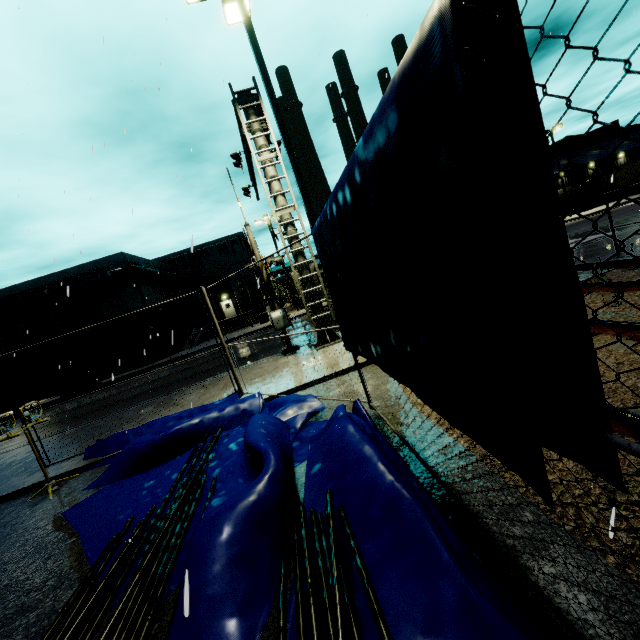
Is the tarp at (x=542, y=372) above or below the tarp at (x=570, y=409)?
above

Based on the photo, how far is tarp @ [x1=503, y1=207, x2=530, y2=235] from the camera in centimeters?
126cm

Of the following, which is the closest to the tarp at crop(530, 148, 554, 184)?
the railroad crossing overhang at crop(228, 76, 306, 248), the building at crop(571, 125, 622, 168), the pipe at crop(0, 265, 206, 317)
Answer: the building at crop(571, 125, 622, 168)

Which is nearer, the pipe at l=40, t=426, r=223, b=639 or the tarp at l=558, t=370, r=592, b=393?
the tarp at l=558, t=370, r=592, b=393

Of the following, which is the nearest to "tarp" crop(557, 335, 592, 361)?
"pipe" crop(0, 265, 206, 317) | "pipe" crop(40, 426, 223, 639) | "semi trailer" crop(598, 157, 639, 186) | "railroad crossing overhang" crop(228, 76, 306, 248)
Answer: "pipe" crop(40, 426, 223, 639)

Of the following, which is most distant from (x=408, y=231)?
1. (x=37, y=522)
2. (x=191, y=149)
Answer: (x=191, y=149)

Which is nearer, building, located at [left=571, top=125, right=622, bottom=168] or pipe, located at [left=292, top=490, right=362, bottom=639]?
pipe, located at [left=292, top=490, right=362, bottom=639]

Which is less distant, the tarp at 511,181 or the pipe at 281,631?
the tarp at 511,181
